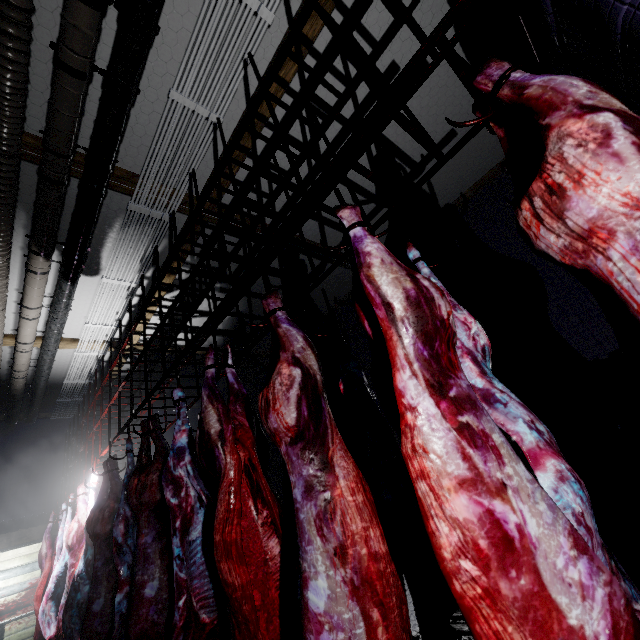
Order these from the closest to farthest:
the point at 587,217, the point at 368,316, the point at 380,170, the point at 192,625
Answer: the point at 587,217
the point at 368,316
the point at 192,625
the point at 380,170

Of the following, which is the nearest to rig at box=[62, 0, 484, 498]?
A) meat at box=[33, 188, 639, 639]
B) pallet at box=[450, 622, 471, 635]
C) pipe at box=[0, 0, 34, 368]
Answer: meat at box=[33, 188, 639, 639]

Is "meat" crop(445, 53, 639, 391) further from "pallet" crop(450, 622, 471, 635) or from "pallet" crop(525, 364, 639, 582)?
"pallet" crop(450, 622, 471, 635)

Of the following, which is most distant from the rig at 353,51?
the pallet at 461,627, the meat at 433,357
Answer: the pallet at 461,627

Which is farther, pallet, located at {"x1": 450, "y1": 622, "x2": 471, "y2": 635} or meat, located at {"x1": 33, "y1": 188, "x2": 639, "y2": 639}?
pallet, located at {"x1": 450, "y1": 622, "x2": 471, "y2": 635}

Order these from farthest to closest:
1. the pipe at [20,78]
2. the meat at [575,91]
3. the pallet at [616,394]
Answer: the pipe at [20,78] → the pallet at [616,394] → the meat at [575,91]

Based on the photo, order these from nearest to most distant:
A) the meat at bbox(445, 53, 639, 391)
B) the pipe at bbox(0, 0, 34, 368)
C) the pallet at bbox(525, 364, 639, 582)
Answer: the meat at bbox(445, 53, 639, 391) → the pallet at bbox(525, 364, 639, 582) → the pipe at bbox(0, 0, 34, 368)

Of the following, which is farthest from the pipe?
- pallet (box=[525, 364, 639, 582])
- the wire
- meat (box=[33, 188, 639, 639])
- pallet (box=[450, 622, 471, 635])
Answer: pallet (box=[450, 622, 471, 635])
